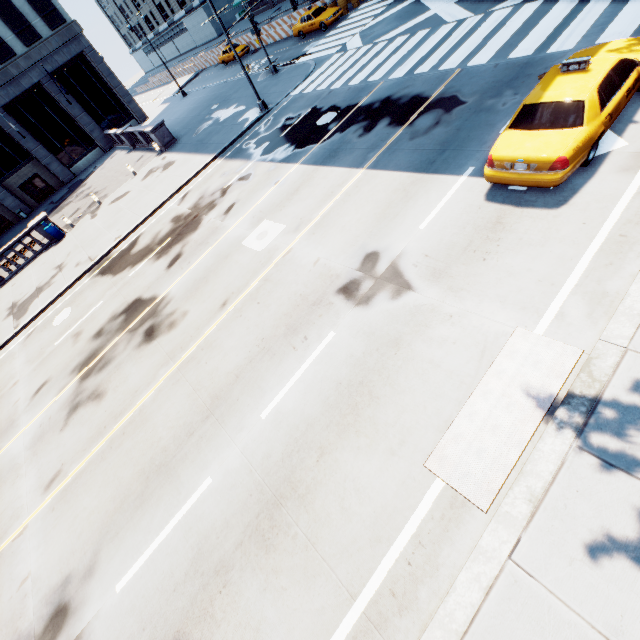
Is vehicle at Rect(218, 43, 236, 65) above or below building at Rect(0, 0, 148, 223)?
below

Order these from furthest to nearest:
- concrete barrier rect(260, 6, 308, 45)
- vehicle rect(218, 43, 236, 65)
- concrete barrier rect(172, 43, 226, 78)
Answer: concrete barrier rect(172, 43, 226, 78)
vehicle rect(218, 43, 236, 65)
concrete barrier rect(260, 6, 308, 45)

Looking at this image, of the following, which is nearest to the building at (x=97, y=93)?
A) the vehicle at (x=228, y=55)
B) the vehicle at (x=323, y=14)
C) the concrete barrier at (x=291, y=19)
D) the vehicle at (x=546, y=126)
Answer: the vehicle at (x=228, y=55)

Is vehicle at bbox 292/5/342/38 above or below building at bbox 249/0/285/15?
below

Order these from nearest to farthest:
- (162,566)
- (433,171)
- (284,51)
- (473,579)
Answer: (473,579), (162,566), (433,171), (284,51)

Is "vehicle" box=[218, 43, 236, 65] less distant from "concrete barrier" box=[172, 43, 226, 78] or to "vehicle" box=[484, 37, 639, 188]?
"concrete barrier" box=[172, 43, 226, 78]

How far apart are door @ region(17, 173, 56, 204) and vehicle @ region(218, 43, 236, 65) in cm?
2454

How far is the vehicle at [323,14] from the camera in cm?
2619
